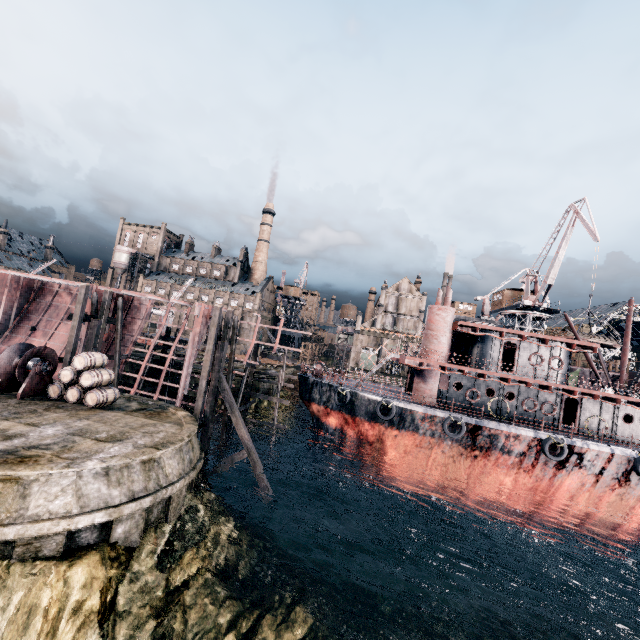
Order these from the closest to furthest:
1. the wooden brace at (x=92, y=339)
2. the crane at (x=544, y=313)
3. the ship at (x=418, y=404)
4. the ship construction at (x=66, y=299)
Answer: the wooden brace at (x=92, y=339) → the ship at (x=418, y=404) → the ship construction at (x=66, y=299) → the crane at (x=544, y=313)

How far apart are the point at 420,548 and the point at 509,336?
17.4 meters

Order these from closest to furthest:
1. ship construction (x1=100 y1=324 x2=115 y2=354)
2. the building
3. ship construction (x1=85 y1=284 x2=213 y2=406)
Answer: ship construction (x1=85 y1=284 x2=213 y2=406)
ship construction (x1=100 y1=324 x2=115 y2=354)
the building

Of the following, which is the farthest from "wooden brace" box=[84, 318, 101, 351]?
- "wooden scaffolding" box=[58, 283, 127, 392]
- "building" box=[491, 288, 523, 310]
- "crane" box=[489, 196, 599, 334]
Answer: "building" box=[491, 288, 523, 310]

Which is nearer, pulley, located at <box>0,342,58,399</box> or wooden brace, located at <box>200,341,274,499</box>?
pulley, located at <box>0,342,58,399</box>

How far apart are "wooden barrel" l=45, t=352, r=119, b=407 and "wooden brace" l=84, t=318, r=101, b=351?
4.0 meters

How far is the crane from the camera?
37.2 meters

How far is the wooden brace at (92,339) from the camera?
21.88m
